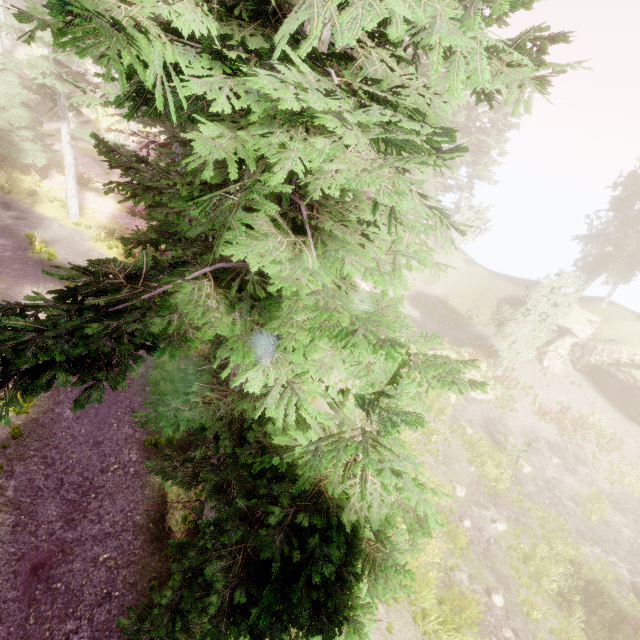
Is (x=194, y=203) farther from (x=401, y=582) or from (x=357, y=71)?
(x=401, y=582)

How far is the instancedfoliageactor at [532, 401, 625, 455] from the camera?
24.3 meters

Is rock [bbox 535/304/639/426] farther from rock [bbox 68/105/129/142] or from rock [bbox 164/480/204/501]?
rock [bbox 68/105/129/142]

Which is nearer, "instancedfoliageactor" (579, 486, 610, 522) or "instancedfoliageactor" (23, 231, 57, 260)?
"instancedfoliageactor" (23, 231, 57, 260)

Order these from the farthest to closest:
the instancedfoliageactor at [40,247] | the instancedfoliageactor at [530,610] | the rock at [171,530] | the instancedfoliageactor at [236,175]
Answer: the instancedfoliageactor at [40,247] < the instancedfoliageactor at [530,610] < the rock at [171,530] < the instancedfoliageactor at [236,175]

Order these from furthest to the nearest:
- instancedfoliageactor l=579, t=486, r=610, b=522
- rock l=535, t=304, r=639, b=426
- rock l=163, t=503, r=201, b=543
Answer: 1. rock l=535, t=304, r=639, b=426
2. instancedfoliageactor l=579, t=486, r=610, b=522
3. rock l=163, t=503, r=201, b=543

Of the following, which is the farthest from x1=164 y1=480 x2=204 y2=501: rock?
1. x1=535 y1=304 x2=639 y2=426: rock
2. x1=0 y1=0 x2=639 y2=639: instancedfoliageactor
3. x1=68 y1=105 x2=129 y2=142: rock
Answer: x1=68 y1=105 x2=129 y2=142: rock

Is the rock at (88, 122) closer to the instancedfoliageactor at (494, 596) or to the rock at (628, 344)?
the instancedfoliageactor at (494, 596)
